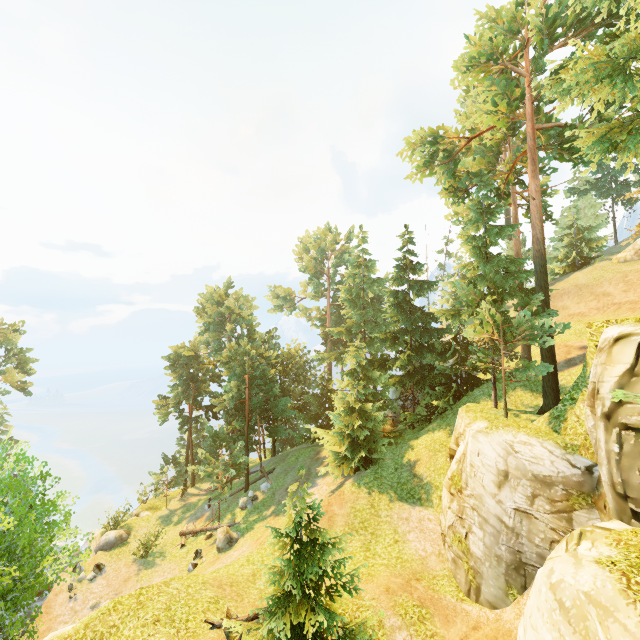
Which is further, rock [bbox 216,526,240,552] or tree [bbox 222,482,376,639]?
rock [bbox 216,526,240,552]

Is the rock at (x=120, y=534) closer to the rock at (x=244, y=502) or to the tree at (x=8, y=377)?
the tree at (x=8, y=377)

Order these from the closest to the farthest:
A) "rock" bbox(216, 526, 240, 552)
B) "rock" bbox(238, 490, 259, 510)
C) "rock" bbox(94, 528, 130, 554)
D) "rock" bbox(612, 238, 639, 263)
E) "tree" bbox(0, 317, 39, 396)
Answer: "rock" bbox(216, 526, 240, 552) → "rock" bbox(94, 528, 130, 554) → "rock" bbox(238, 490, 259, 510) → "rock" bbox(612, 238, 639, 263) → "tree" bbox(0, 317, 39, 396)

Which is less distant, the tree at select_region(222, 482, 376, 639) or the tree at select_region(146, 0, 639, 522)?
the tree at select_region(222, 482, 376, 639)

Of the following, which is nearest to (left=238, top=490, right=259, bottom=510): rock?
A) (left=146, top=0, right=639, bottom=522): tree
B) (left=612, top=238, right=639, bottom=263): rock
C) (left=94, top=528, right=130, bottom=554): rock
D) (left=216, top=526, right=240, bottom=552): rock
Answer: (left=146, top=0, right=639, bottom=522): tree

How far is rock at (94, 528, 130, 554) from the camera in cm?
2612

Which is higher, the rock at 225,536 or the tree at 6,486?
the tree at 6,486

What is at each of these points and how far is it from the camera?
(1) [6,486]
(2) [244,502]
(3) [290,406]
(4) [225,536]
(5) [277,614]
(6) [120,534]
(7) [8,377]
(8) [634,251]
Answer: (1) tree, 10.49m
(2) rock, 27.69m
(3) tree, 43.19m
(4) rock, 22.34m
(5) tree, 10.77m
(6) rock, 27.22m
(7) tree, 35.53m
(8) rock, 30.16m
